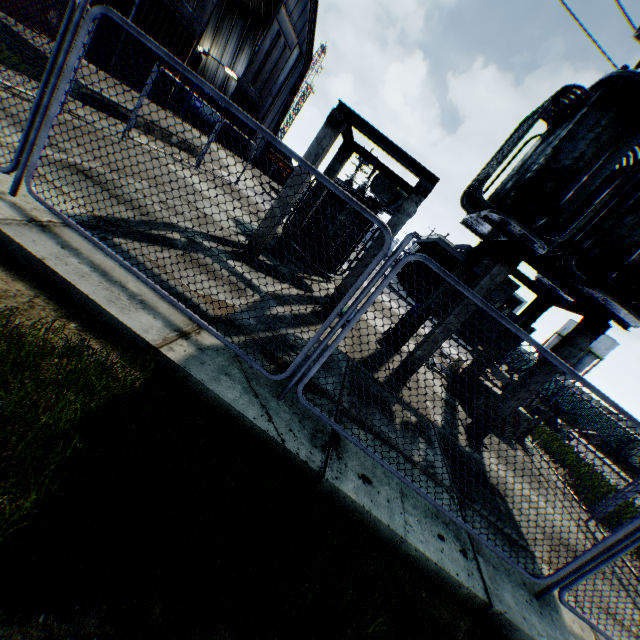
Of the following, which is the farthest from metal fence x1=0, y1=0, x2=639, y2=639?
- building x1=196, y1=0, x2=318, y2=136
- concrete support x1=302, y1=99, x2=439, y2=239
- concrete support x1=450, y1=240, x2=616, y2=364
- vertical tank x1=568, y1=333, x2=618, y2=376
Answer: vertical tank x1=568, y1=333, x2=618, y2=376

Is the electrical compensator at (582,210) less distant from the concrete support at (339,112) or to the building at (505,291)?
the concrete support at (339,112)

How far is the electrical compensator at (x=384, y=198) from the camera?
9.5m

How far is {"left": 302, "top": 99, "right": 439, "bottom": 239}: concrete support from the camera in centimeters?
617cm

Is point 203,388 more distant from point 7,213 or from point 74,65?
point 74,65

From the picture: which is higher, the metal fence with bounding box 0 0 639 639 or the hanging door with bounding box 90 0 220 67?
the hanging door with bounding box 90 0 220 67

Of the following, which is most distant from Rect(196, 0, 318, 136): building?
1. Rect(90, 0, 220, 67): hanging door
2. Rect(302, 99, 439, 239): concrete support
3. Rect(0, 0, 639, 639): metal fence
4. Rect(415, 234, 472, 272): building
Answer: Rect(415, 234, 472, 272): building

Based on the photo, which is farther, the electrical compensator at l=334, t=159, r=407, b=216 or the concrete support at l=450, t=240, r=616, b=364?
the electrical compensator at l=334, t=159, r=407, b=216
